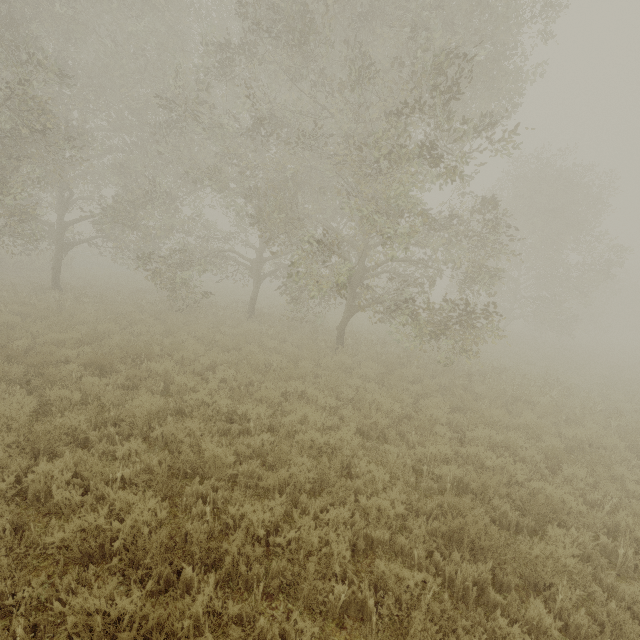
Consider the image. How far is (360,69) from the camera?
11.88m

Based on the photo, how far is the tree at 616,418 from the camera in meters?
8.9

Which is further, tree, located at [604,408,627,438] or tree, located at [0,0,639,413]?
tree, located at [604,408,627,438]

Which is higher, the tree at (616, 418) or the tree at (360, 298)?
the tree at (360, 298)

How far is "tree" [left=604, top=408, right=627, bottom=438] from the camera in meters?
8.9 m

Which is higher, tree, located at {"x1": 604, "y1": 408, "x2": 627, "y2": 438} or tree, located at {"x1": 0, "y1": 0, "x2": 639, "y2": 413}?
tree, located at {"x1": 0, "y1": 0, "x2": 639, "y2": 413}
